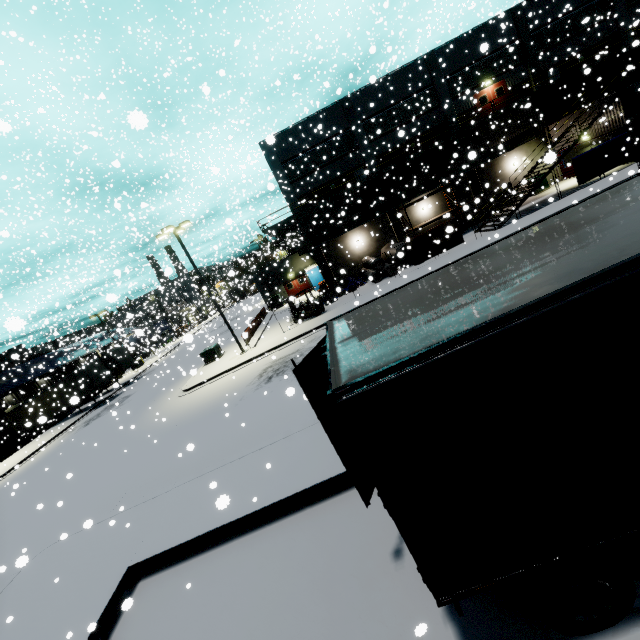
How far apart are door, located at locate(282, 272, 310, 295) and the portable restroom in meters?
0.8 m

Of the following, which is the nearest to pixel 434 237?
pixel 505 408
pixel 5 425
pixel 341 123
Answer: pixel 341 123

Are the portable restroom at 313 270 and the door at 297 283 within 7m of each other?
yes

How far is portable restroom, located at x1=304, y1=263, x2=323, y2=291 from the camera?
37.4m

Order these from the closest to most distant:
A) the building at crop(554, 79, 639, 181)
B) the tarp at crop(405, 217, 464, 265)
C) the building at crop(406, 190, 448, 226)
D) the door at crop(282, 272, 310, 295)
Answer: the building at crop(554, 79, 639, 181)
the tarp at crop(405, 217, 464, 265)
the building at crop(406, 190, 448, 226)
the door at crop(282, 272, 310, 295)

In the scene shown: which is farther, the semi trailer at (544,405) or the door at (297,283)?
A: the door at (297,283)

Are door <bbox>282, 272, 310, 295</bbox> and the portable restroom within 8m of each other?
yes

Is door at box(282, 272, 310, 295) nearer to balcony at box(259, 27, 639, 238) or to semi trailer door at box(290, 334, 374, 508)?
balcony at box(259, 27, 639, 238)
